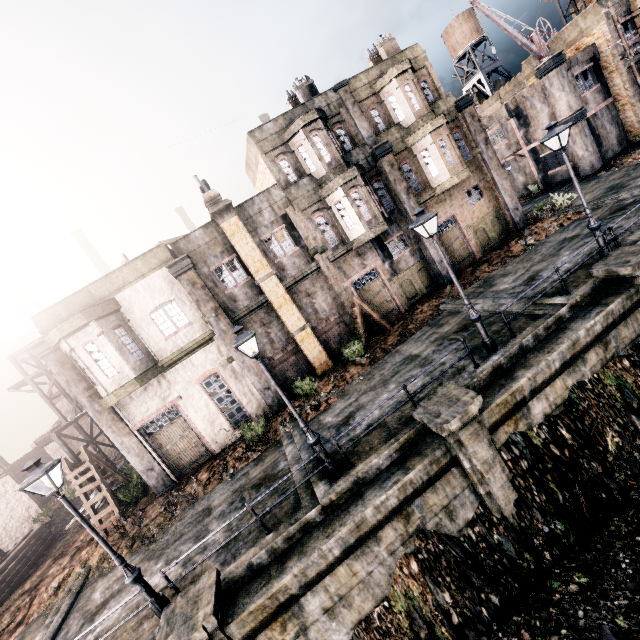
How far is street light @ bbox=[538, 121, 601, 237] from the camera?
11.9m

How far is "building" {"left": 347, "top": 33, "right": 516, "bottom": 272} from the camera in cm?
1955

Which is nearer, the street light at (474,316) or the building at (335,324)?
the street light at (474,316)

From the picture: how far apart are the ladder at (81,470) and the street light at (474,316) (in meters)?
18.66

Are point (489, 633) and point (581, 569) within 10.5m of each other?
yes

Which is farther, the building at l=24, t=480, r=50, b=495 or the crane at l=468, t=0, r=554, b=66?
the building at l=24, t=480, r=50, b=495

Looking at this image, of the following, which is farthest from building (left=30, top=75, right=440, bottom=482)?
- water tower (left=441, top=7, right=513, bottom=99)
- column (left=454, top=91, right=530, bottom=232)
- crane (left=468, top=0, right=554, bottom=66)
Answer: water tower (left=441, top=7, right=513, bottom=99)

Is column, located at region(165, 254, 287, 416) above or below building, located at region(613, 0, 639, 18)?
below
